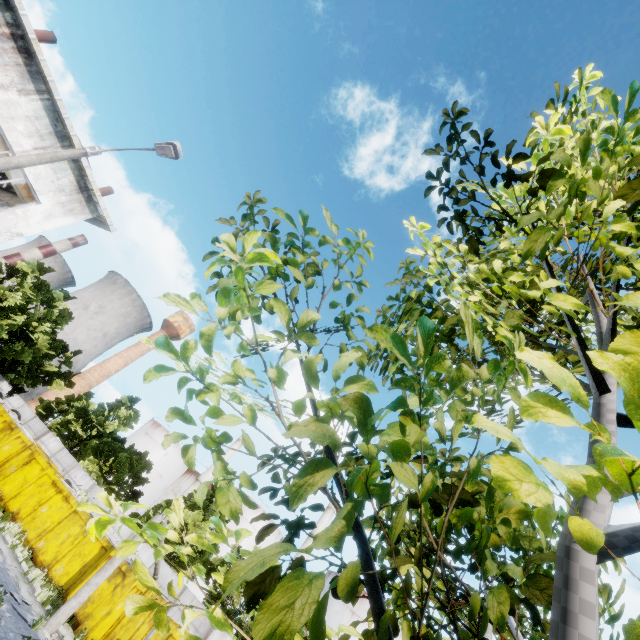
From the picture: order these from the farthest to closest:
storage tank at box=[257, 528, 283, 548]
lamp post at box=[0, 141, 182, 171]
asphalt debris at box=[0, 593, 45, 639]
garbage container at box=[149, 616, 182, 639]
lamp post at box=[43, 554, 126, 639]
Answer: storage tank at box=[257, 528, 283, 548] < garbage container at box=[149, 616, 182, 639] < lamp post at box=[43, 554, 126, 639] < asphalt debris at box=[0, 593, 45, 639] < lamp post at box=[0, 141, 182, 171]

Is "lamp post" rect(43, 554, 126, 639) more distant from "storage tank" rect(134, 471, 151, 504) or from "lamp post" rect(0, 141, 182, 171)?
"storage tank" rect(134, 471, 151, 504)

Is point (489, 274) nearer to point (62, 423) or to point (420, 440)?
point (420, 440)

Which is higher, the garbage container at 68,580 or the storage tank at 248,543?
the storage tank at 248,543

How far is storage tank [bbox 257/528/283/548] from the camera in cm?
5069

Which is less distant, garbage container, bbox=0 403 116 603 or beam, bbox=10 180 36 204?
beam, bbox=10 180 36 204

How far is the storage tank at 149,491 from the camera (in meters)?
58.52

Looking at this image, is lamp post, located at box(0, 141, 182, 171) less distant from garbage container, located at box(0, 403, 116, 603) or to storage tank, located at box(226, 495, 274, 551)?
garbage container, located at box(0, 403, 116, 603)
